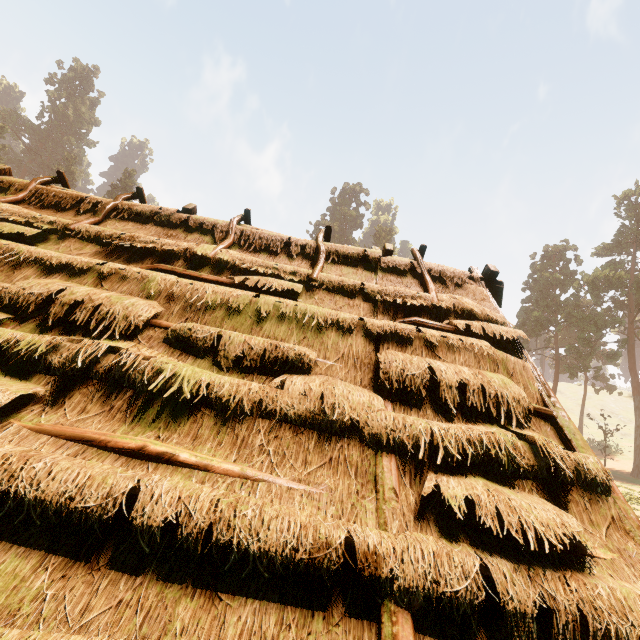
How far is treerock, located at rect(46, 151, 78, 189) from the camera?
51.2 meters

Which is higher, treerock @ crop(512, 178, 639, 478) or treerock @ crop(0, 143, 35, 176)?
treerock @ crop(0, 143, 35, 176)

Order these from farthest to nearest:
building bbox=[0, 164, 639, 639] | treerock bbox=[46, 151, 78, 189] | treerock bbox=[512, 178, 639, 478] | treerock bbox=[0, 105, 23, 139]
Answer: treerock bbox=[46, 151, 78, 189] < treerock bbox=[0, 105, 23, 139] < treerock bbox=[512, 178, 639, 478] < building bbox=[0, 164, 639, 639]

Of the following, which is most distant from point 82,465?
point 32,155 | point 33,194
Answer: point 32,155

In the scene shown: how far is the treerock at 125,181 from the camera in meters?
50.7 m

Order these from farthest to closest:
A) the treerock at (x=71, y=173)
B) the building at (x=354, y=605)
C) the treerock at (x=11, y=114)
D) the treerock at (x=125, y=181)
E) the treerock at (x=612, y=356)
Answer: the treerock at (x=71, y=173) → the treerock at (x=125, y=181) → the treerock at (x=11, y=114) → the treerock at (x=612, y=356) → the building at (x=354, y=605)

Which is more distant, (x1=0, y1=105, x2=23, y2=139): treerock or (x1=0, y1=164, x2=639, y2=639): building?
(x1=0, y1=105, x2=23, y2=139): treerock
